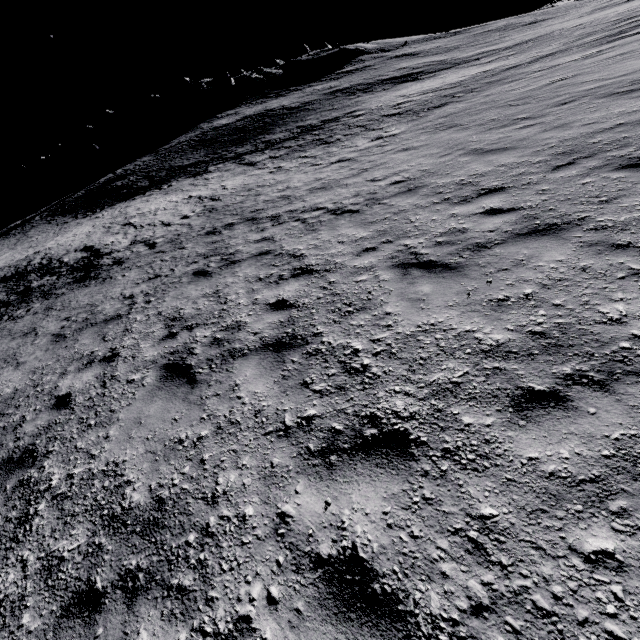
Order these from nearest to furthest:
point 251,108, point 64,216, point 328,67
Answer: point 64,216
point 251,108
point 328,67

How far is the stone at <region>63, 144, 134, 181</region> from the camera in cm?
5041

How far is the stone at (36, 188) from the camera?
50.81m

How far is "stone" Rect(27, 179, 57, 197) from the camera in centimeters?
5081cm

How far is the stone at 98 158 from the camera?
50.41m
